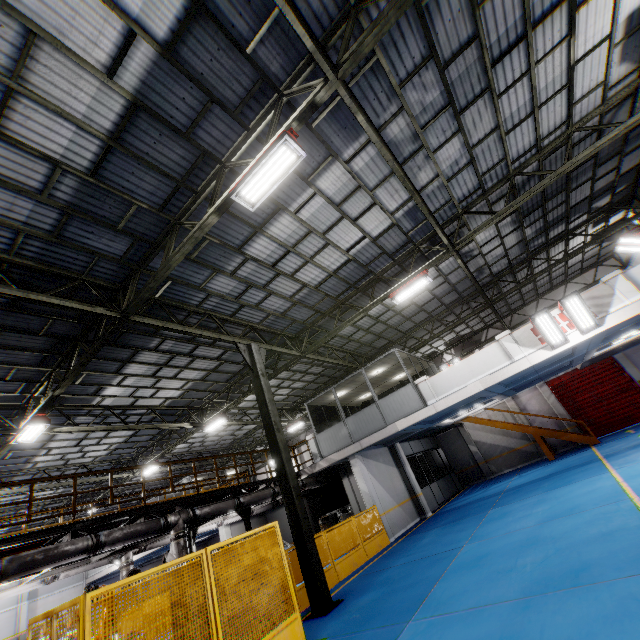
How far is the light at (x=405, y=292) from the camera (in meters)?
11.73

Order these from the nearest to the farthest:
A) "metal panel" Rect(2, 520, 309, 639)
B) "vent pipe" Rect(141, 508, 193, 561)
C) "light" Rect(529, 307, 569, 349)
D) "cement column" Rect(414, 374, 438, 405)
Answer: "metal panel" Rect(2, 520, 309, 639), "vent pipe" Rect(141, 508, 193, 561), "light" Rect(529, 307, 569, 349), "cement column" Rect(414, 374, 438, 405)

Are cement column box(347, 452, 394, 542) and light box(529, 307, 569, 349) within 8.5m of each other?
no

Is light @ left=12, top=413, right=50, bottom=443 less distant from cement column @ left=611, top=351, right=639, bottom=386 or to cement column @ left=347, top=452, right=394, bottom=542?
cement column @ left=347, top=452, right=394, bottom=542

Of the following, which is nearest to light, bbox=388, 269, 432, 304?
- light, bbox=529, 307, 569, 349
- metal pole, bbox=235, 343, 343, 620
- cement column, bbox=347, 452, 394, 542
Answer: light, bbox=529, 307, 569, 349

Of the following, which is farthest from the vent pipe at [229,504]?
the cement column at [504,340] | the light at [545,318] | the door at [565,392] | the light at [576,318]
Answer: the door at [565,392]

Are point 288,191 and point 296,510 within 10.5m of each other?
yes

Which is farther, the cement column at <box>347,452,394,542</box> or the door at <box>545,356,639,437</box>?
the door at <box>545,356,639,437</box>
